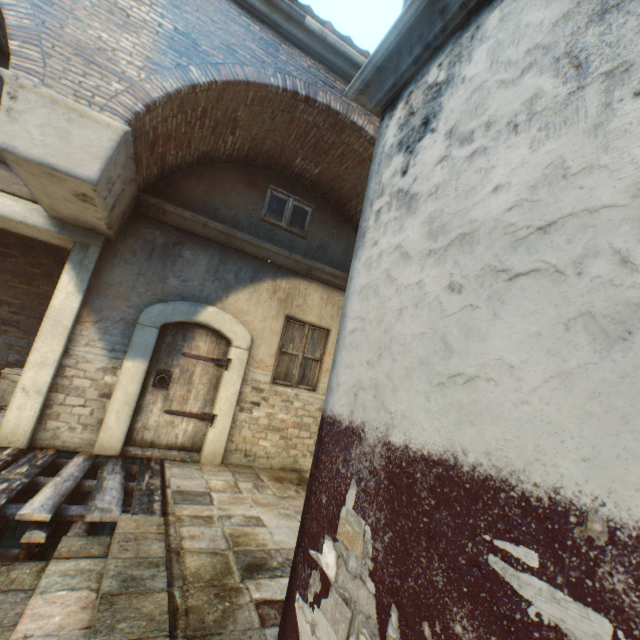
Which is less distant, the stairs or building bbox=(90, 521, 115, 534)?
the stairs

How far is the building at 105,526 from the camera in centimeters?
450cm

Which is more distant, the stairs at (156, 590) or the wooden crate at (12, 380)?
the wooden crate at (12, 380)

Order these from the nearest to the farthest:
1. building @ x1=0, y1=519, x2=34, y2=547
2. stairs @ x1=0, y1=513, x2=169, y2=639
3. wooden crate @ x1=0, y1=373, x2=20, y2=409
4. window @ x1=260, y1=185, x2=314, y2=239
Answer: stairs @ x1=0, y1=513, x2=169, y2=639, building @ x1=0, y1=519, x2=34, y2=547, wooden crate @ x1=0, y1=373, x2=20, y2=409, window @ x1=260, y1=185, x2=314, y2=239

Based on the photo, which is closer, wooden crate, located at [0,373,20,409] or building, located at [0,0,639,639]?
building, located at [0,0,639,639]

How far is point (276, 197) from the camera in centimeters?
642cm

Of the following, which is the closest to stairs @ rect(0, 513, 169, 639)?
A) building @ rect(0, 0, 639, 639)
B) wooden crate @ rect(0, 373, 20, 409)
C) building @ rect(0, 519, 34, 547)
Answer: building @ rect(0, 0, 639, 639)

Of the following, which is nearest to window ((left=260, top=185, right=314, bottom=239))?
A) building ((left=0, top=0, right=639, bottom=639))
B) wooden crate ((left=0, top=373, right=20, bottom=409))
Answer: building ((left=0, top=0, right=639, bottom=639))
